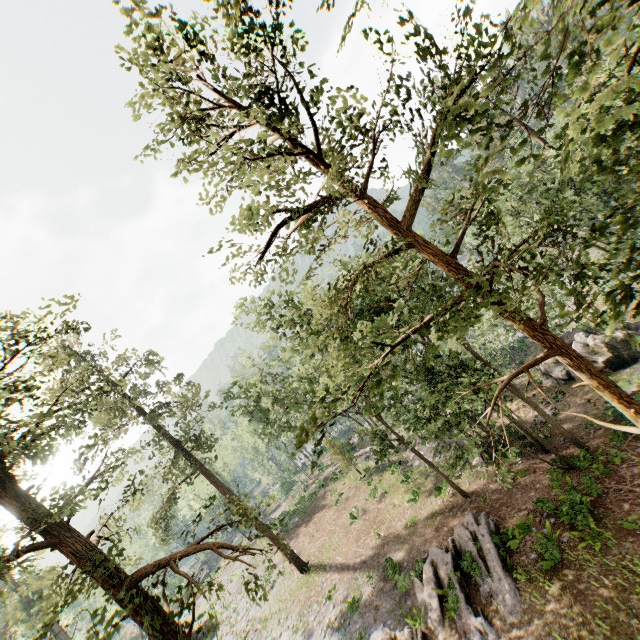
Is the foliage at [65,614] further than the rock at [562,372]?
No

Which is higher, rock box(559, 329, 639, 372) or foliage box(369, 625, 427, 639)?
foliage box(369, 625, 427, 639)

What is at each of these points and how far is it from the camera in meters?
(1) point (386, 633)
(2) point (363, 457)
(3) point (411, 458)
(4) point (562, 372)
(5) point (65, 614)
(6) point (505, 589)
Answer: (1) foliage, 15.6 m
(2) ground embankment, 40.2 m
(3) ground embankment, 32.1 m
(4) rock, 25.9 m
(5) foliage, 52.8 m
(6) foliage, 13.8 m

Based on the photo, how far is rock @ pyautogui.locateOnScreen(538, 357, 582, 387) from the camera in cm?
2558

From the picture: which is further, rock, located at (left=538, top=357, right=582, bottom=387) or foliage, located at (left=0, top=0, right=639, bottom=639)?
rock, located at (left=538, top=357, right=582, bottom=387)

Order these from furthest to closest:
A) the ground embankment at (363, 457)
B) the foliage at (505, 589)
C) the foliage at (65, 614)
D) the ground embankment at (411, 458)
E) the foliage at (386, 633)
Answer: the ground embankment at (363, 457) → the ground embankment at (411, 458) → the foliage at (386, 633) → the foliage at (505, 589) → the foliage at (65, 614)

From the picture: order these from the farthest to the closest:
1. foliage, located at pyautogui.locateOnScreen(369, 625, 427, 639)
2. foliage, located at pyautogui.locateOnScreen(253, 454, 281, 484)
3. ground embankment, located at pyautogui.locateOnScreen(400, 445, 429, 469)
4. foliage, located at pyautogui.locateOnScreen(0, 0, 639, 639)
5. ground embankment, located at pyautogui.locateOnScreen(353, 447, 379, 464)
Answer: foliage, located at pyautogui.locateOnScreen(253, 454, 281, 484) → ground embankment, located at pyautogui.locateOnScreen(353, 447, 379, 464) → ground embankment, located at pyautogui.locateOnScreen(400, 445, 429, 469) → foliage, located at pyautogui.locateOnScreen(369, 625, 427, 639) → foliage, located at pyautogui.locateOnScreen(0, 0, 639, 639)

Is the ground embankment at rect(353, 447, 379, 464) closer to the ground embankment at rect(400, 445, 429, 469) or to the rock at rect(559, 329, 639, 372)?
the ground embankment at rect(400, 445, 429, 469)
